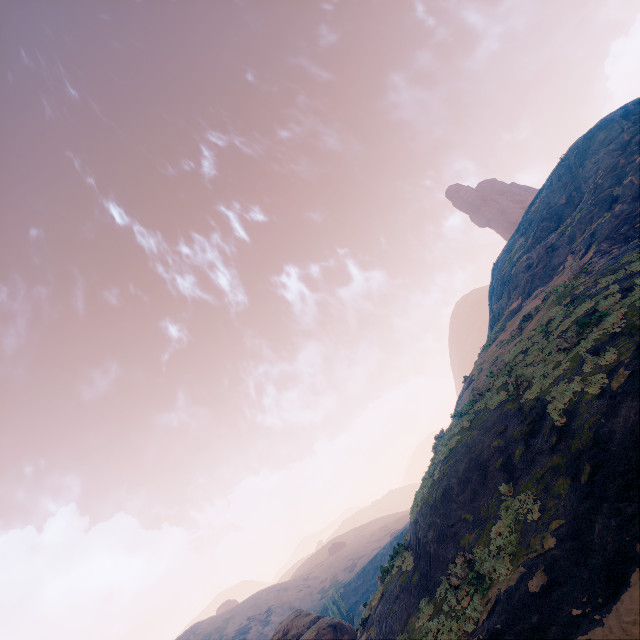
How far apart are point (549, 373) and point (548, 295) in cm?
1604

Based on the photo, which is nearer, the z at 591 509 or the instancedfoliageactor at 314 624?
the z at 591 509

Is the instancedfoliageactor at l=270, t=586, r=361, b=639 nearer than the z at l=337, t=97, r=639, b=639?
No
